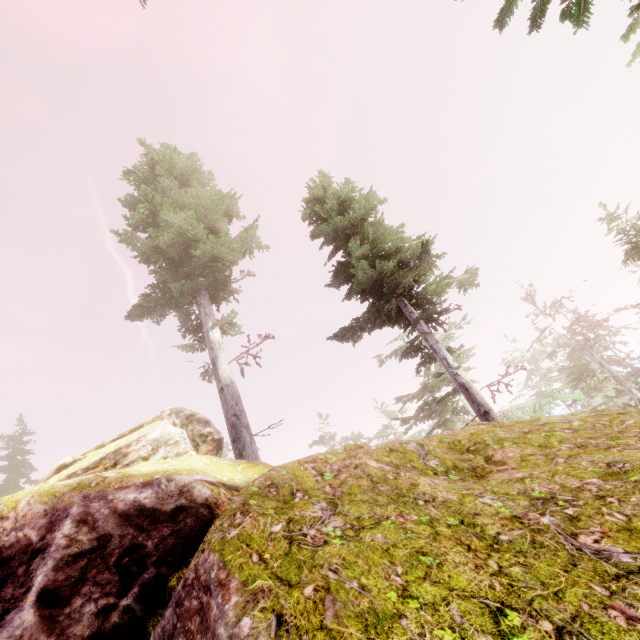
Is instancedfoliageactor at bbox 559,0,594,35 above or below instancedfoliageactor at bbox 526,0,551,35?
below

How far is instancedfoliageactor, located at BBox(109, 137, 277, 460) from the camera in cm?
1191

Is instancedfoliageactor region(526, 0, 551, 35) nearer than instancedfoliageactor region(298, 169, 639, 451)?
Yes

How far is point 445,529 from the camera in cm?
228

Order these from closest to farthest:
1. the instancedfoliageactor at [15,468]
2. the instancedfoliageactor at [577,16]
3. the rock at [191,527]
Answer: the rock at [191,527] → the instancedfoliageactor at [577,16] → the instancedfoliageactor at [15,468]

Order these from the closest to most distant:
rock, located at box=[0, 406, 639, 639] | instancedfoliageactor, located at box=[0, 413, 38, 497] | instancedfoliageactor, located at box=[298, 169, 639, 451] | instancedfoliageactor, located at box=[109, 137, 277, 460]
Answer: rock, located at box=[0, 406, 639, 639]
instancedfoliageactor, located at box=[298, 169, 639, 451]
instancedfoliageactor, located at box=[109, 137, 277, 460]
instancedfoliageactor, located at box=[0, 413, 38, 497]

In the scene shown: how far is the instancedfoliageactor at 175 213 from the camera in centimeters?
1191cm
